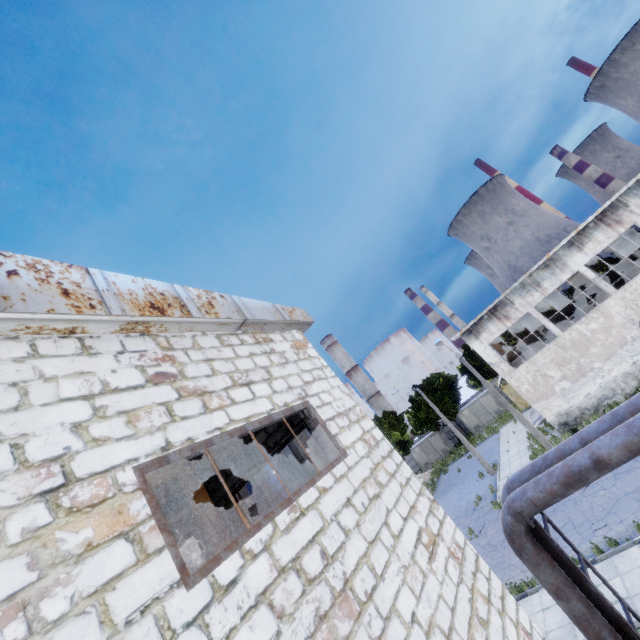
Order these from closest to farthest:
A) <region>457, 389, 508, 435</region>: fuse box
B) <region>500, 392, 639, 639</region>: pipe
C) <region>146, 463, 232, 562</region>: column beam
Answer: <region>500, 392, 639, 639</region>: pipe < <region>146, 463, 232, 562</region>: column beam < <region>457, 389, 508, 435</region>: fuse box

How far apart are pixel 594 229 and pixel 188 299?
27.6 meters

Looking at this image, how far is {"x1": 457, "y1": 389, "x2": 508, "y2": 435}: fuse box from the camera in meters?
41.4

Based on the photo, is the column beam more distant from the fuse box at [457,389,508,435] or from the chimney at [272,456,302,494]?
the chimney at [272,456,302,494]

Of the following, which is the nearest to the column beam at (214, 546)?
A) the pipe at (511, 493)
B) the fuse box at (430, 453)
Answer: the pipe at (511, 493)

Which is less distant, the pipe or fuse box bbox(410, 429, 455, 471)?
the pipe

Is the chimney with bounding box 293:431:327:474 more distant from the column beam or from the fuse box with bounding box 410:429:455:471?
the column beam

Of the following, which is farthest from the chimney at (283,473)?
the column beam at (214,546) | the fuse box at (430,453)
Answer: the column beam at (214,546)
